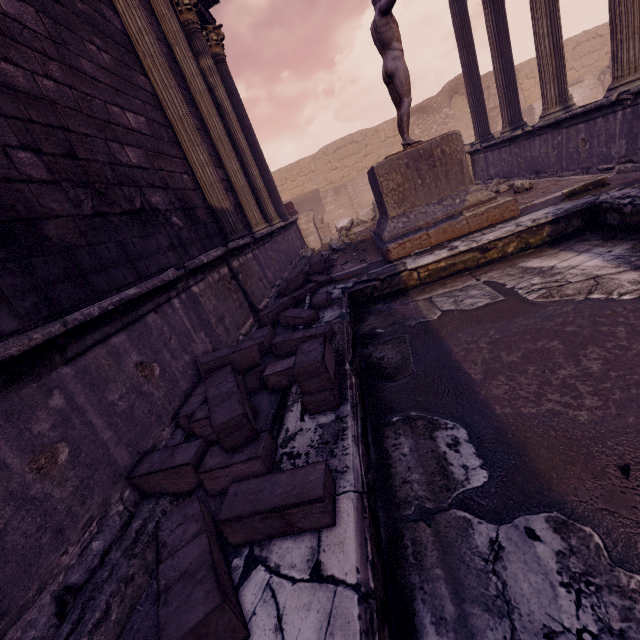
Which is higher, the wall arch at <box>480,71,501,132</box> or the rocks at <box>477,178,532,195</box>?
the wall arch at <box>480,71,501,132</box>

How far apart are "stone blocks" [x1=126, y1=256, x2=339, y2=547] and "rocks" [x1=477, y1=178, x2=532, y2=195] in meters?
6.5 m

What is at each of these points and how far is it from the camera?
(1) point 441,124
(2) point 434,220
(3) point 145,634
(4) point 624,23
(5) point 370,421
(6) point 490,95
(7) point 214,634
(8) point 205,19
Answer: (1) wall arch, 21.2m
(2) pedestal, 4.9m
(3) pool, 1.2m
(4) column, 4.4m
(5) pool, 2.4m
(6) wall arch, 20.5m
(7) stone blocks, 1.0m
(8) entablature, 8.5m

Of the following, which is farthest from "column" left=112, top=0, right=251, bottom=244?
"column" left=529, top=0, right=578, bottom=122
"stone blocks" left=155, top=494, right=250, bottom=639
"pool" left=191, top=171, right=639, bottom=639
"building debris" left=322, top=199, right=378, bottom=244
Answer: "column" left=529, top=0, right=578, bottom=122

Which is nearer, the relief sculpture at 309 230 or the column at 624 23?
the column at 624 23

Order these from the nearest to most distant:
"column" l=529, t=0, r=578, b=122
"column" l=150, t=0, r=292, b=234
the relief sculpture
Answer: "column" l=529, t=0, r=578, b=122 < "column" l=150, t=0, r=292, b=234 < the relief sculpture

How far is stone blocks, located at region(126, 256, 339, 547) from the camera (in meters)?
1.34

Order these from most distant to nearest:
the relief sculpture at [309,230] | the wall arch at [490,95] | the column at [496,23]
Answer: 1. the wall arch at [490,95]
2. the relief sculpture at [309,230]
3. the column at [496,23]
